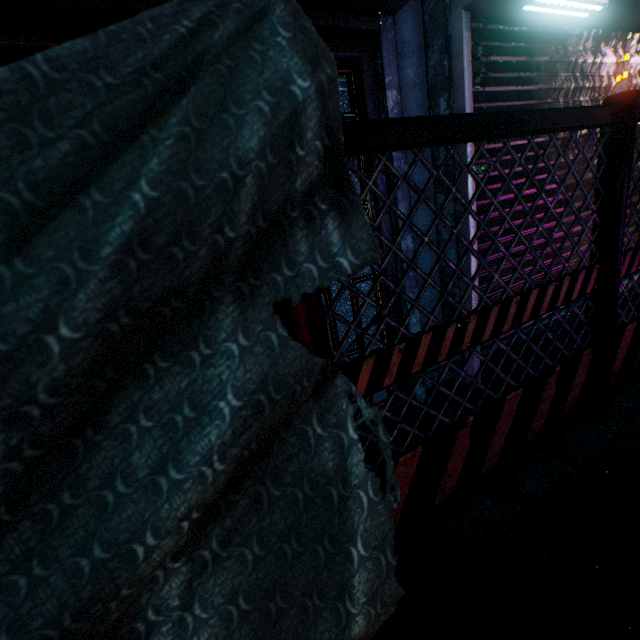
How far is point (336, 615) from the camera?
0.6m

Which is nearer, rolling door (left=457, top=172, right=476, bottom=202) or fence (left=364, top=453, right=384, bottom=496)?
fence (left=364, top=453, right=384, bottom=496)

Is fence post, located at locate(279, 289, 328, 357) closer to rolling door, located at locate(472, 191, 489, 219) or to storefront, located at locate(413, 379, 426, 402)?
storefront, located at locate(413, 379, 426, 402)

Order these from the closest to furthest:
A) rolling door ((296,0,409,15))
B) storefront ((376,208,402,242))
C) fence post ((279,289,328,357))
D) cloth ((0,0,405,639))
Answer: cloth ((0,0,405,639)) < fence post ((279,289,328,357)) < rolling door ((296,0,409,15)) < storefront ((376,208,402,242))

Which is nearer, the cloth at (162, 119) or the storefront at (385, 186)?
the cloth at (162, 119)

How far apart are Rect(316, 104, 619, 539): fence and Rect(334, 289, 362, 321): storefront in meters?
0.7

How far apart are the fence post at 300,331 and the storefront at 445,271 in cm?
173

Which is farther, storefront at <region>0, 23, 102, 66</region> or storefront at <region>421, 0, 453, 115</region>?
storefront at <region>421, 0, 453, 115</region>
